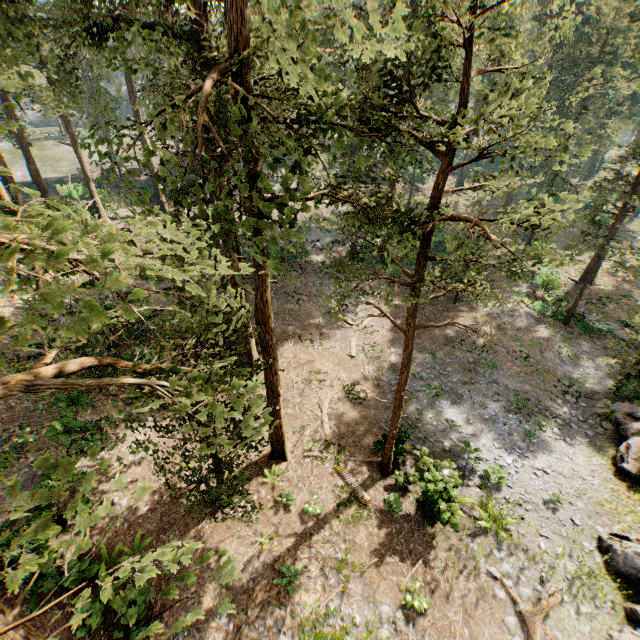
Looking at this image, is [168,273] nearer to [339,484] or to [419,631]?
[419,631]

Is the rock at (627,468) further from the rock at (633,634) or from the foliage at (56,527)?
the foliage at (56,527)

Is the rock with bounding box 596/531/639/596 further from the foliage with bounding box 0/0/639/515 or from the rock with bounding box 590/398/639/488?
the foliage with bounding box 0/0/639/515

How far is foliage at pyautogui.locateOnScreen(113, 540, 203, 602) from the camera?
2.4m

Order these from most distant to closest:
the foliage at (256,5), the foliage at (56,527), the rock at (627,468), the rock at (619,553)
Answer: the rock at (627,468) < the rock at (619,553) < the foliage at (256,5) < the foliage at (56,527)

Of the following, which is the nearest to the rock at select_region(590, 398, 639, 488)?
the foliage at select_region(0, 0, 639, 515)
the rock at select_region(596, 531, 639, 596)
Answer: the rock at select_region(596, 531, 639, 596)
